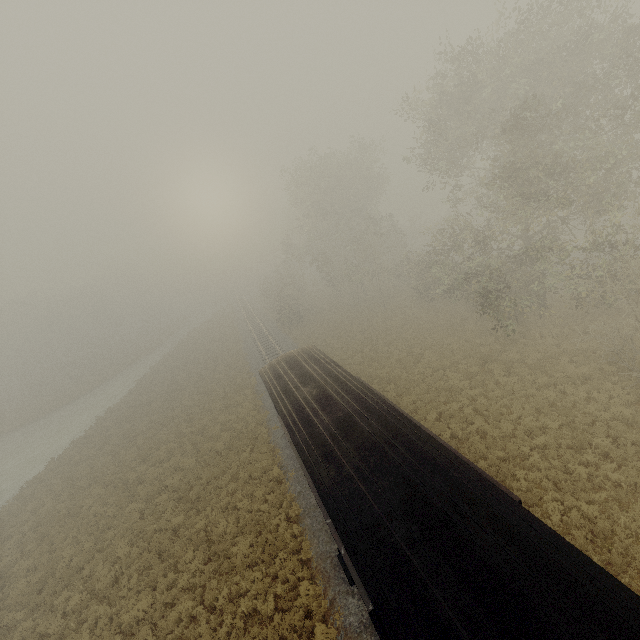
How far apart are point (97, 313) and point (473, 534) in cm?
6717
